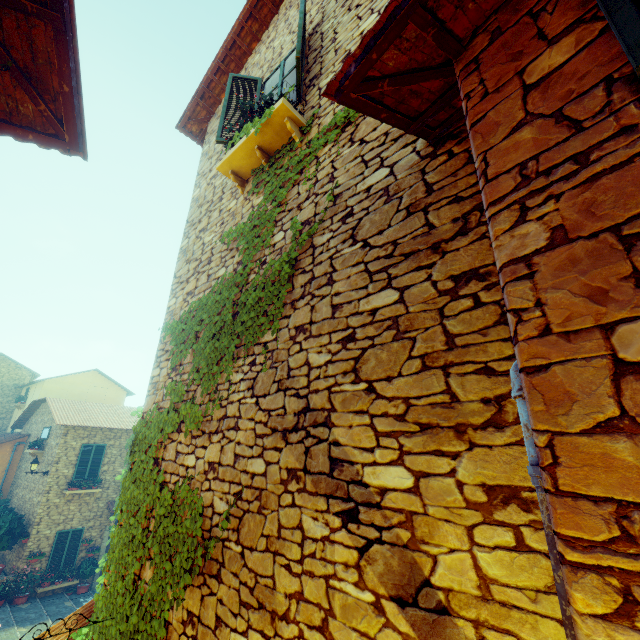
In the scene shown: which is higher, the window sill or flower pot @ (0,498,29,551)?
the window sill

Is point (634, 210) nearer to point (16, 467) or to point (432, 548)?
point (432, 548)

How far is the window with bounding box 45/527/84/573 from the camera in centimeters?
1442cm

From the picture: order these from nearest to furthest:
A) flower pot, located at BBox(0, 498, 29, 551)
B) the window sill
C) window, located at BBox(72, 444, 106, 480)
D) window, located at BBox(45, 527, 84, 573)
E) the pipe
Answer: the pipe → the window sill → flower pot, located at BBox(0, 498, 29, 551) → window, located at BBox(45, 527, 84, 573) → window, located at BBox(72, 444, 106, 480)

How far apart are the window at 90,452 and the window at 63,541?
2.00m

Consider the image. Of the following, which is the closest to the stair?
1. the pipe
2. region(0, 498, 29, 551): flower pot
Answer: region(0, 498, 29, 551): flower pot

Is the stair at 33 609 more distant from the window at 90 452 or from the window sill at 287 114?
the window sill at 287 114

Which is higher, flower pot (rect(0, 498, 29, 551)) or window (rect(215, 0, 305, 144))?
window (rect(215, 0, 305, 144))
